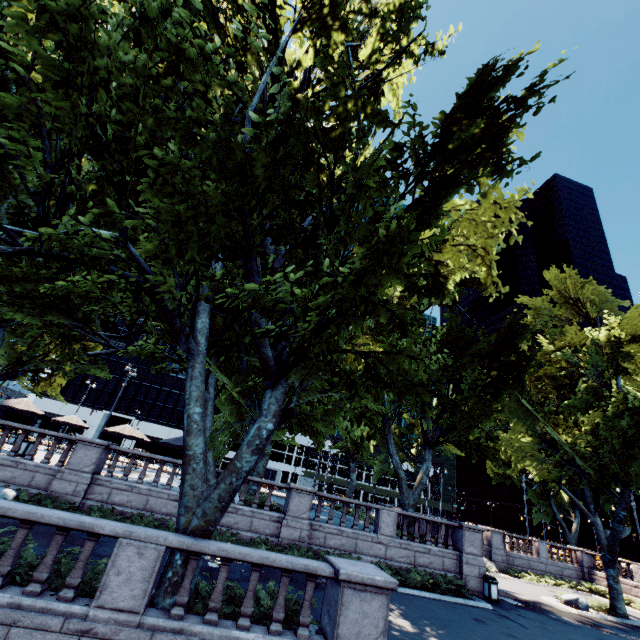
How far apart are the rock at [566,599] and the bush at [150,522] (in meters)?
25.72

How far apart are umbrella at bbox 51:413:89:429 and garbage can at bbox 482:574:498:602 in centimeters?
3056cm

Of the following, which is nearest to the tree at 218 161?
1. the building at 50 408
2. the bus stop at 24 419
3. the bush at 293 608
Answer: the bush at 293 608

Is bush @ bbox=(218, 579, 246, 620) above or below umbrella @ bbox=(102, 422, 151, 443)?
below

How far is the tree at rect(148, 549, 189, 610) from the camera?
7.1m

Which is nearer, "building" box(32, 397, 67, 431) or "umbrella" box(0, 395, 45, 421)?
"umbrella" box(0, 395, 45, 421)

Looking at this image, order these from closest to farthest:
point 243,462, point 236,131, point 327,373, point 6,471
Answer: point 236,131, point 243,462, point 327,373, point 6,471

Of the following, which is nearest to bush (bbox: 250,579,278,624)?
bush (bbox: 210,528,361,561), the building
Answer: bush (bbox: 210,528,361,561)
